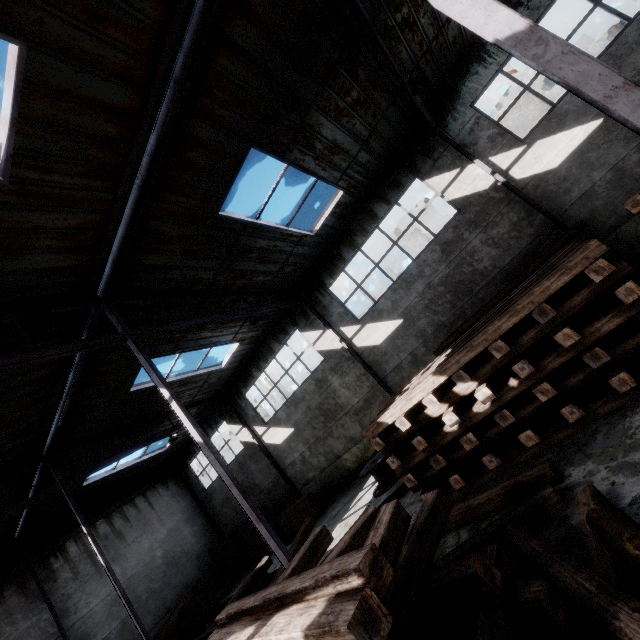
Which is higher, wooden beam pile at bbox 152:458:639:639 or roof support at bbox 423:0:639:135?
roof support at bbox 423:0:639:135

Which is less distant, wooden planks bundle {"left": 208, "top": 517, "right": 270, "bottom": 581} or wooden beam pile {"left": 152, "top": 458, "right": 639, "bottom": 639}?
wooden beam pile {"left": 152, "top": 458, "right": 639, "bottom": 639}

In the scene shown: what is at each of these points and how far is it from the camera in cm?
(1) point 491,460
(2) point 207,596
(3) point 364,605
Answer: (1) wooden beam stack, 554
(2) wooden beam stack, 1528
(3) wooden beam pile, 184

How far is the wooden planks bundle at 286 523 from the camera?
14.1m

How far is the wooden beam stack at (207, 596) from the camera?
15.2m

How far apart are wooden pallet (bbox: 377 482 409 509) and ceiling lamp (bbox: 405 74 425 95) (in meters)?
9.62

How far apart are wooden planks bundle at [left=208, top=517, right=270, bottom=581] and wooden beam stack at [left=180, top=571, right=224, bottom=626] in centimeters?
99cm

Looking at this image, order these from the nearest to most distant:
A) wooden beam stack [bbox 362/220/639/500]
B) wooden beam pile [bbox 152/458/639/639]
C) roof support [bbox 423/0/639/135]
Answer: wooden beam pile [bbox 152/458/639/639]
roof support [bbox 423/0/639/135]
wooden beam stack [bbox 362/220/639/500]
